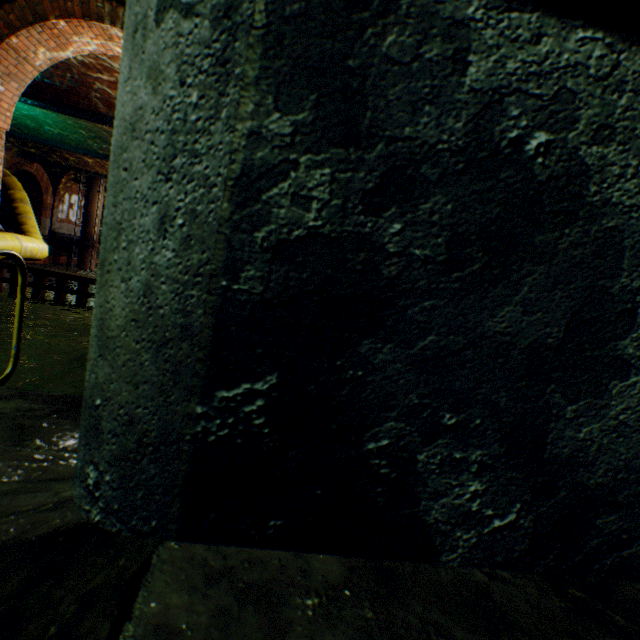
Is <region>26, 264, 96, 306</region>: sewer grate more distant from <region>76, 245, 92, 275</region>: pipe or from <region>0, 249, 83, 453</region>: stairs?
<region>76, 245, 92, 275</region>: pipe

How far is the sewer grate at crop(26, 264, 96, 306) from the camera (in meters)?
→ 4.89

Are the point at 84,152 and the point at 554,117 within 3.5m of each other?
no

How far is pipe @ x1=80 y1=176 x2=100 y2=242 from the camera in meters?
19.5 m

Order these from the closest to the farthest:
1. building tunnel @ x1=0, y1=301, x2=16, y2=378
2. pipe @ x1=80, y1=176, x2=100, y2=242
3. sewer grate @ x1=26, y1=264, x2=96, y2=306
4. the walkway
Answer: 1. the walkway
2. building tunnel @ x1=0, y1=301, x2=16, y2=378
3. sewer grate @ x1=26, y1=264, x2=96, y2=306
4. pipe @ x1=80, y1=176, x2=100, y2=242

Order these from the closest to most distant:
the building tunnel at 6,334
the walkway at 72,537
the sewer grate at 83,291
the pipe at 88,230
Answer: the walkway at 72,537 < the building tunnel at 6,334 < the sewer grate at 83,291 < the pipe at 88,230

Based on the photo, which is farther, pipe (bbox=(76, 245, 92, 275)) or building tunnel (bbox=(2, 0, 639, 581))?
pipe (bbox=(76, 245, 92, 275))

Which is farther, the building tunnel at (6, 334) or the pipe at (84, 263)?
the pipe at (84, 263)
